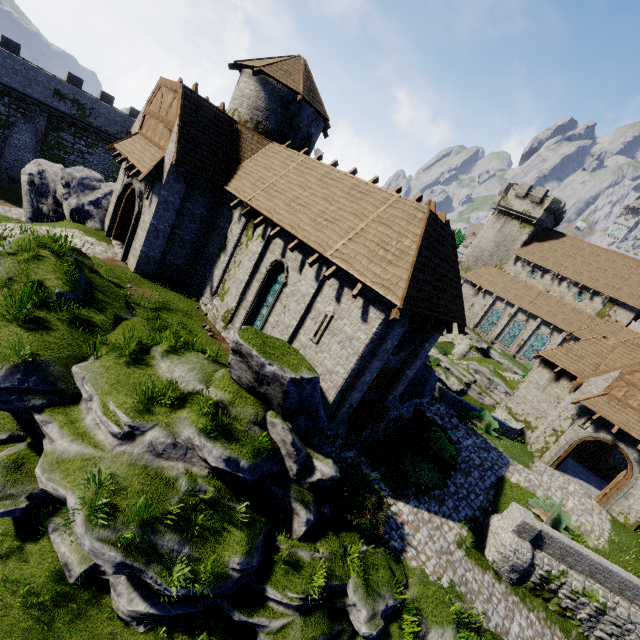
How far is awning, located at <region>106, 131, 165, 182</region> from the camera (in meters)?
14.85

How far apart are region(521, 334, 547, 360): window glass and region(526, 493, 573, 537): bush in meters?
28.4 m

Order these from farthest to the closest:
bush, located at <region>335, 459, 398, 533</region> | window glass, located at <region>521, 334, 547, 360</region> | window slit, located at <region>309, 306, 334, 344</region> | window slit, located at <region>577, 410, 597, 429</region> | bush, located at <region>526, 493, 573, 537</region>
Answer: window glass, located at <region>521, 334, 547, 360</region> → window slit, located at <region>577, 410, 597, 429</region> → bush, located at <region>526, 493, 573, 537</region> → window slit, located at <region>309, 306, 334, 344</region> → bush, located at <region>335, 459, 398, 533</region>

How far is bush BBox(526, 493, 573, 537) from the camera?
15.45m

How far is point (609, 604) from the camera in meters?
14.3 m

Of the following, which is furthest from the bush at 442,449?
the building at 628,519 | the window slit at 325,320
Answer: the window slit at 325,320

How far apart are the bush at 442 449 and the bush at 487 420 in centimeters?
407cm

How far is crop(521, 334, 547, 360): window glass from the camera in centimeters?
3984cm
